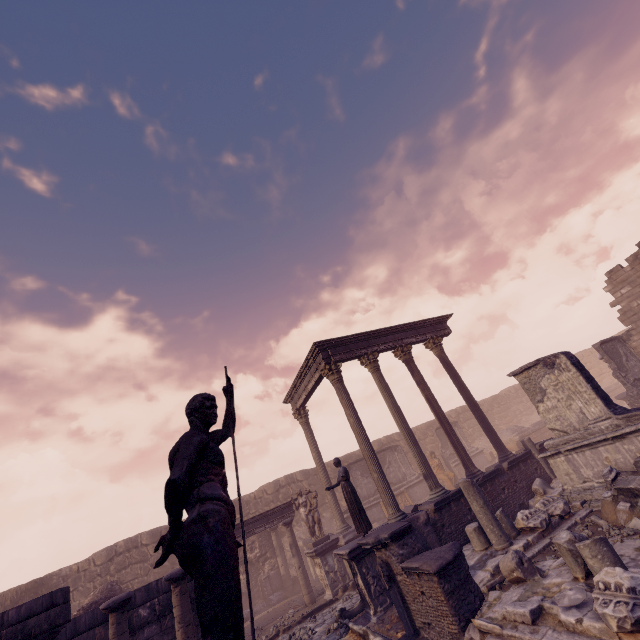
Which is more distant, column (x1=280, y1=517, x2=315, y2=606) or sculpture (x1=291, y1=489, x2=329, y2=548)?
sculpture (x1=291, y1=489, x2=329, y2=548)

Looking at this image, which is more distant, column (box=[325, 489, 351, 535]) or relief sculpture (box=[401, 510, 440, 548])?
column (box=[325, 489, 351, 535])

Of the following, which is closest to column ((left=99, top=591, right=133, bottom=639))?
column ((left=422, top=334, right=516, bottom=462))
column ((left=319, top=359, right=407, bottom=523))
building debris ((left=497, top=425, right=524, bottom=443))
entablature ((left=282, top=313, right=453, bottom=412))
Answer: column ((left=319, top=359, right=407, bottom=523))

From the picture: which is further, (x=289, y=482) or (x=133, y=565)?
(x=289, y=482)

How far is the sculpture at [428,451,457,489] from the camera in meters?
19.1 m

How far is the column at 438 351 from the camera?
12.5 meters

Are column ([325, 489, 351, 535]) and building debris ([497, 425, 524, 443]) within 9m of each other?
no

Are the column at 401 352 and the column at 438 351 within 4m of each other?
yes
